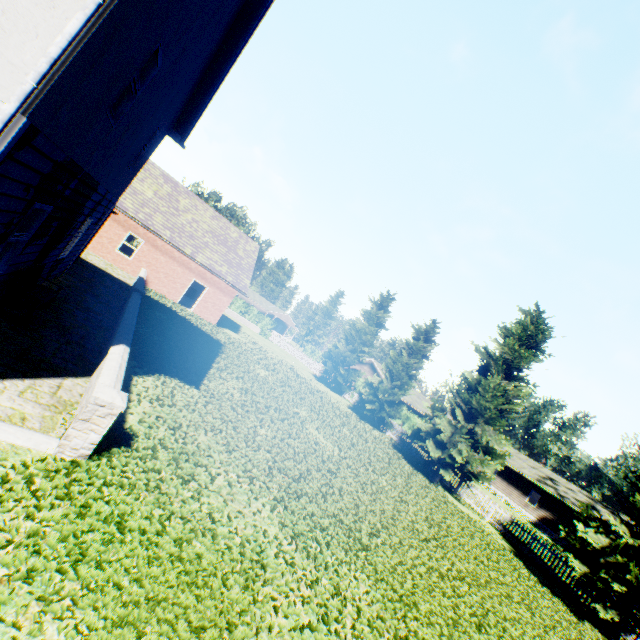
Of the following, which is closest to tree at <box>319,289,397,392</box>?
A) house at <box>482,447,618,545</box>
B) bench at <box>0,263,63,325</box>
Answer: house at <box>482,447,618,545</box>

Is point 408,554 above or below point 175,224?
below

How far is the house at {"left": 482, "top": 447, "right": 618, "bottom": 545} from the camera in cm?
3353

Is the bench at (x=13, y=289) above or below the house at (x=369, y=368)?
below

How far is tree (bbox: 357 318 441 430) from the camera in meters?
26.7 m

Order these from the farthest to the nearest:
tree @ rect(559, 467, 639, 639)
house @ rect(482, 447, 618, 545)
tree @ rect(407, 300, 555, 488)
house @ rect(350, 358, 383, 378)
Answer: house @ rect(350, 358, 383, 378) < house @ rect(482, 447, 618, 545) < tree @ rect(407, 300, 555, 488) < tree @ rect(559, 467, 639, 639)

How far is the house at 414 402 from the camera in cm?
4062

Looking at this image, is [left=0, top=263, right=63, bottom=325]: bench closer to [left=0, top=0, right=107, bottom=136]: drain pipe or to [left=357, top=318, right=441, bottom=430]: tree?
[left=0, top=0, right=107, bottom=136]: drain pipe
